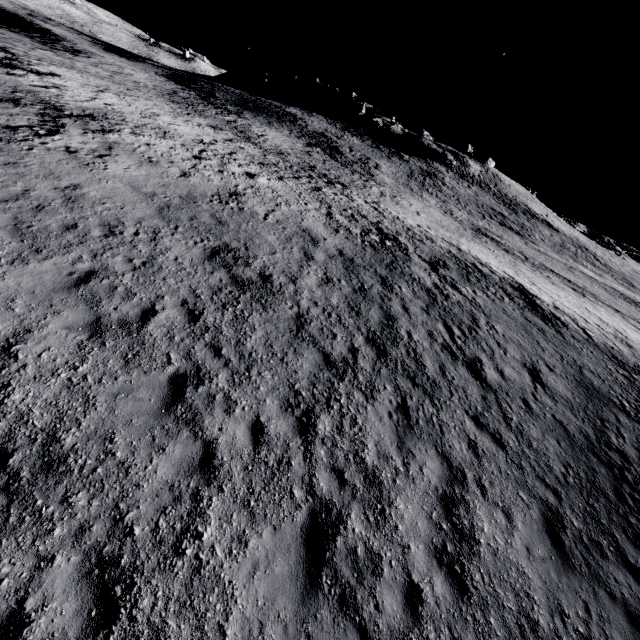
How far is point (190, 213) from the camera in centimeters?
1283cm
